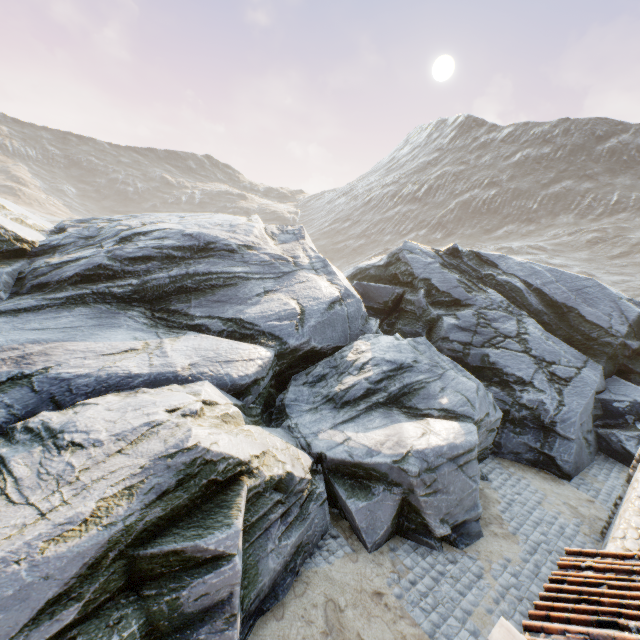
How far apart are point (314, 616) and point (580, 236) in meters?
72.3 m

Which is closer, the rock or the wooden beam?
the wooden beam

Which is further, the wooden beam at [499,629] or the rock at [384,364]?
the rock at [384,364]
